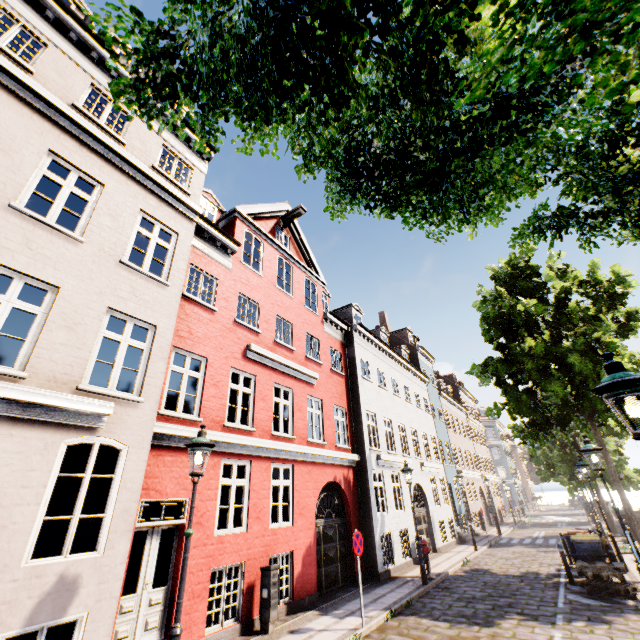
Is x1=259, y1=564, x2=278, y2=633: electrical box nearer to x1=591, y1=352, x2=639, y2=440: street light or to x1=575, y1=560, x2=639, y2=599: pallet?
x1=591, y1=352, x2=639, y2=440: street light

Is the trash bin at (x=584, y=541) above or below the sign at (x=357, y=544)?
below

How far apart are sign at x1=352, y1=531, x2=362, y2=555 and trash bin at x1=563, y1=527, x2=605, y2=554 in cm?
837

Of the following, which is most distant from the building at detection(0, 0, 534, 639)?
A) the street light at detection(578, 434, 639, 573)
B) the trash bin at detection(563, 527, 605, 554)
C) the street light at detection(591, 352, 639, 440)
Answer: the trash bin at detection(563, 527, 605, 554)

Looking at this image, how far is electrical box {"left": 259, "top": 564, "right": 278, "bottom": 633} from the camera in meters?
7.7 m

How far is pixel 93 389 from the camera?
6.06m

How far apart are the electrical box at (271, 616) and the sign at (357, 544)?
2.0m

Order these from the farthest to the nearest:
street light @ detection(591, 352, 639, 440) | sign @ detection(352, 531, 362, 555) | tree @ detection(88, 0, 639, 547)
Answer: sign @ detection(352, 531, 362, 555) < street light @ detection(591, 352, 639, 440) < tree @ detection(88, 0, 639, 547)
